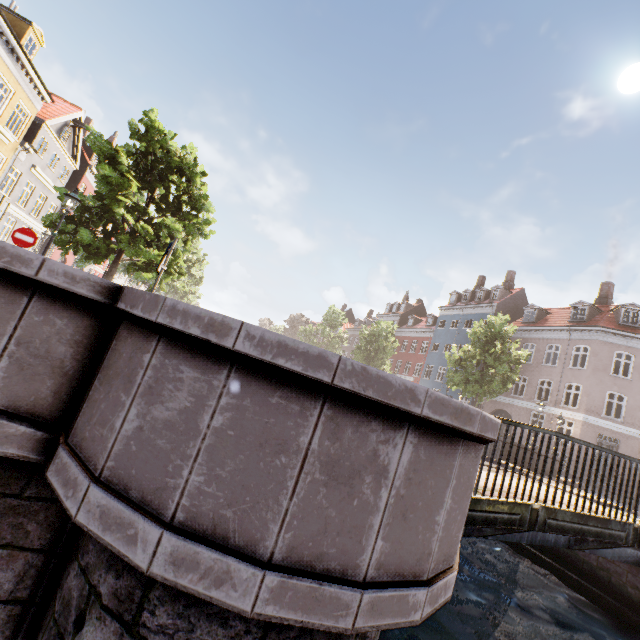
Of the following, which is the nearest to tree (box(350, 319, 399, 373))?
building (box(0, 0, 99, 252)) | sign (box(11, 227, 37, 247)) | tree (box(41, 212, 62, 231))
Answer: tree (box(41, 212, 62, 231))

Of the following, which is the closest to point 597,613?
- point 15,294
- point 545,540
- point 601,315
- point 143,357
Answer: point 545,540

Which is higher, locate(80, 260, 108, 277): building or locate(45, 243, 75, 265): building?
locate(80, 260, 108, 277): building

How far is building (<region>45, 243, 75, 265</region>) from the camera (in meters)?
26.86

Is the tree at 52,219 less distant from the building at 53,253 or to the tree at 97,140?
the tree at 97,140

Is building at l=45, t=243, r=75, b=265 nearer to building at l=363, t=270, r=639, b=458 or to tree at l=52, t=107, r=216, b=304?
tree at l=52, t=107, r=216, b=304

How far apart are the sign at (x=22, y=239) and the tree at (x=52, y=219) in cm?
505

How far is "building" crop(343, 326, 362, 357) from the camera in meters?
57.1 m
